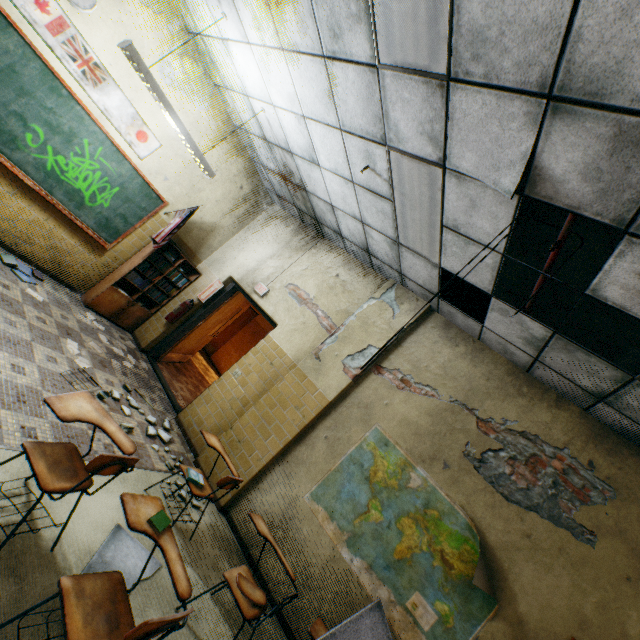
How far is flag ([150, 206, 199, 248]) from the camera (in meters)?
5.36

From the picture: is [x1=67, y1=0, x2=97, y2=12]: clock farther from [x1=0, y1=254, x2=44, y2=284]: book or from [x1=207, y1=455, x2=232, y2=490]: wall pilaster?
[x1=207, y1=455, x2=232, y2=490]: wall pilaster

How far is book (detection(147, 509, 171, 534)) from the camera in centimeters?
191cm

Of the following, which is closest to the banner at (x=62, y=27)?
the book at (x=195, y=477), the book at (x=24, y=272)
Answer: the book at (x=24, y=272)

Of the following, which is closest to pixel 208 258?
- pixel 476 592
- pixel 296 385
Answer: pixel 296 385

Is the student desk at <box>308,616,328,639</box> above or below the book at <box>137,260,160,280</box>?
below

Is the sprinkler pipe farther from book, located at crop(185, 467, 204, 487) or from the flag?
the flag

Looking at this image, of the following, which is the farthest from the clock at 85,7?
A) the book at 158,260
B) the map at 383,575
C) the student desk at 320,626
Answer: the student desk at 320,626
